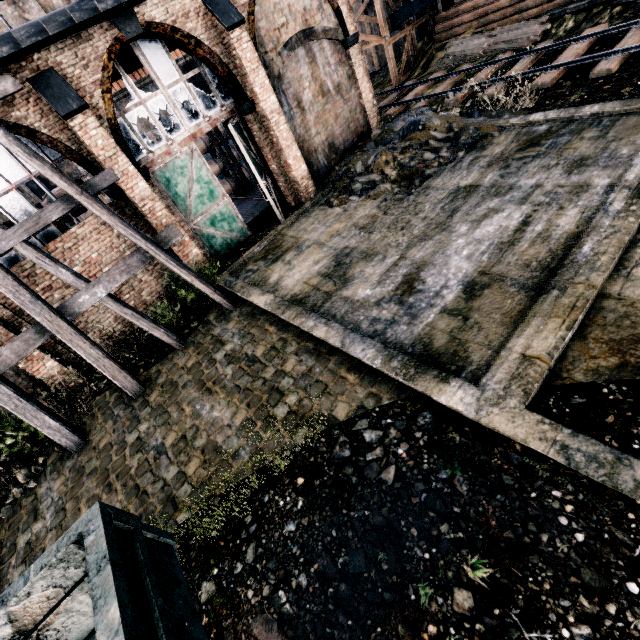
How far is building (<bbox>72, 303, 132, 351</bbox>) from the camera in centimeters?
1144cm

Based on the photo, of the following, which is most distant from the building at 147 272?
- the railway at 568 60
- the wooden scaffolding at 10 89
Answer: the railway at 568 60

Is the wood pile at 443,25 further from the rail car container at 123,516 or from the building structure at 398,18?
the rail car container at 123,516

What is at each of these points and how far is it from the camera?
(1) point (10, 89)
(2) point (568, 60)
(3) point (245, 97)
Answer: (1) wooden scaffolding, 8.02m
(2) railway, 12.59m
(3) building, 12.27m

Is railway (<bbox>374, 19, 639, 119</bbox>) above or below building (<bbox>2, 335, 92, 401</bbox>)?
below

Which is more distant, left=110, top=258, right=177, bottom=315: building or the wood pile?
the wood pile

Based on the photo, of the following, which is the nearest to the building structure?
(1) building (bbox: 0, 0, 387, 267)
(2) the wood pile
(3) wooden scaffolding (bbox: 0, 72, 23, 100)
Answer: (2) the wood pile

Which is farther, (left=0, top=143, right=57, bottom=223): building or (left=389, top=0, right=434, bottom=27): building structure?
(left=389, top=0, right=434, bottom=27): building structure
